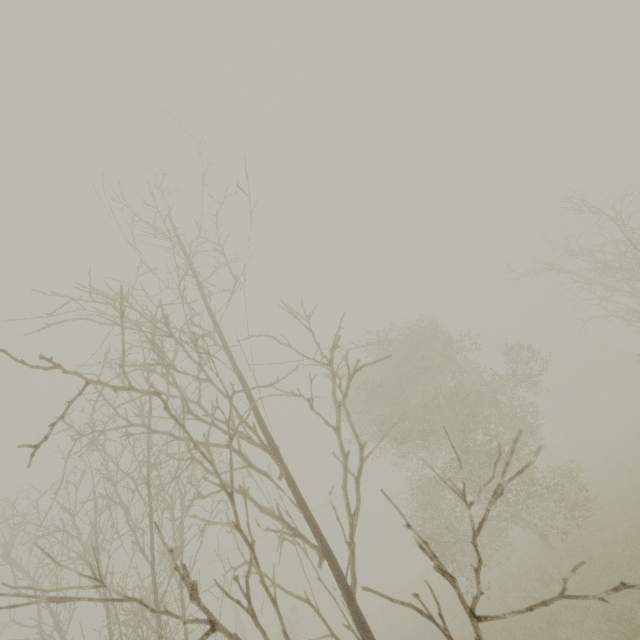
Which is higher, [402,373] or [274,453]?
[402,373]
